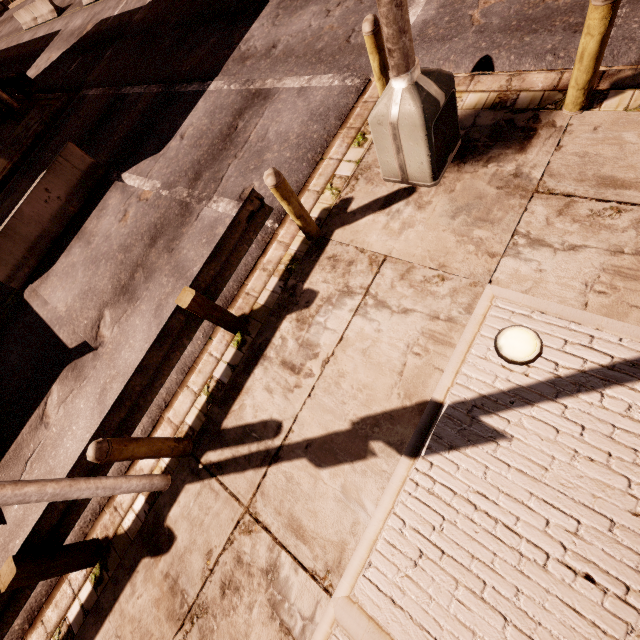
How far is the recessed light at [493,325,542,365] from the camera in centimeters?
303cm

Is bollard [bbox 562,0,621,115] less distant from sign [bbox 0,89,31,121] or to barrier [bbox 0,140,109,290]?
barrier [bbox 0,140,109,290]

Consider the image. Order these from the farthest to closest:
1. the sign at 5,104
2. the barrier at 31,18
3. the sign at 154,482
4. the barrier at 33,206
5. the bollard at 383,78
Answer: the barrier at 31,18 → the sign at 5,104 → the barrier at 33,206 → the bollard at 383,78 → the sign at 154,482

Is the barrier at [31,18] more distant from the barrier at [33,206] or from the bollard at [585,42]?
the bollard at [585,42]

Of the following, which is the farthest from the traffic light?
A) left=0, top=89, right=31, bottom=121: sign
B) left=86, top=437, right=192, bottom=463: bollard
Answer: left=0, top=89, right=31, bottom=121: sign

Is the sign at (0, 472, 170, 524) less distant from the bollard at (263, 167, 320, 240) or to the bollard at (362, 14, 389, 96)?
the bollard at (263, 167, 320, 240)

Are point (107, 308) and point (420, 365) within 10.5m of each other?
yes

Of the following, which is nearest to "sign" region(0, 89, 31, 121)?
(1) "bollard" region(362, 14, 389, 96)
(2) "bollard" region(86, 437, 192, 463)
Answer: (1) "bollard" region(362, 14, 389, 96)
